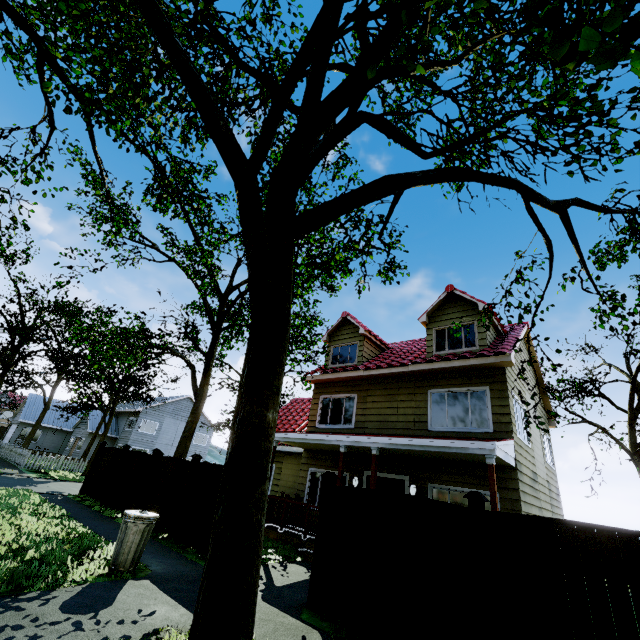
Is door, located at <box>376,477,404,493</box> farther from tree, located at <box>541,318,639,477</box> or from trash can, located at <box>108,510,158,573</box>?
trash can, located at <box>108,510,158,573</box>

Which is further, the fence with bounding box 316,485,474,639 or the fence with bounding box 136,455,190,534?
the fence with bounding box 136,455,190,534

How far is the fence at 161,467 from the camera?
9.7 meters

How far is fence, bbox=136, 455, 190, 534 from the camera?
9.67m

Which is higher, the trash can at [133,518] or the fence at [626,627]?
the fence at [626,627]

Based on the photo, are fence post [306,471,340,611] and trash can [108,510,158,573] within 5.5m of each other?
yes

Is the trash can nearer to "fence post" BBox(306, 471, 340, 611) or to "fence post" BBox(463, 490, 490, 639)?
"fence post" BBox(306, 471, 340, 611)

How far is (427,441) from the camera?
8.6 meters
